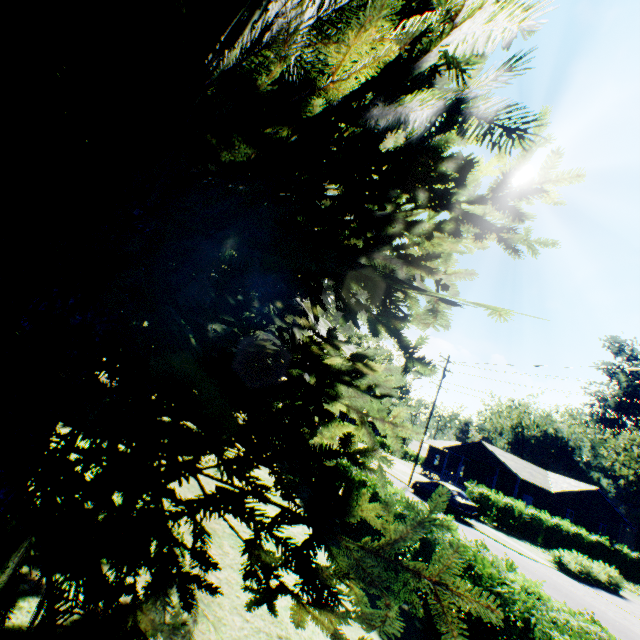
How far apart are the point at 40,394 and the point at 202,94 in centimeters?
409cm

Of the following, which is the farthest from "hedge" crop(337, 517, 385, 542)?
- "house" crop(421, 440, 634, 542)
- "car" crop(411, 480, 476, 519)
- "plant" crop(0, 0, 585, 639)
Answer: "house" crop(421, 440, 634, 542)

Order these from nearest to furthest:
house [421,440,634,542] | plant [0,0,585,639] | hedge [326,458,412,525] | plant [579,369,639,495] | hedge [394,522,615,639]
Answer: plant [0,0,585,639] < hedge [394,522,615,639] < hedge [326,458,412,525] < house [421,440,634,542] < plant [579,369,639,495]

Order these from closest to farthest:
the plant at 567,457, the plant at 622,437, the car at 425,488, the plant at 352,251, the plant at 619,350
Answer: the plant at 352,251, the car at 425,488, the plant at 622,437, the plant at 619,350, the plant at 567,457

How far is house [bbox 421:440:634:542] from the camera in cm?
3269

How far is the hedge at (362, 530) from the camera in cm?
814

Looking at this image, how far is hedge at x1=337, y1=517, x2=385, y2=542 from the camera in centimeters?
814cm

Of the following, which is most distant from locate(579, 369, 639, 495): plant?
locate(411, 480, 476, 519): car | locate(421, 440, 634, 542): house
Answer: locate(421, 440, 634, 542): house
